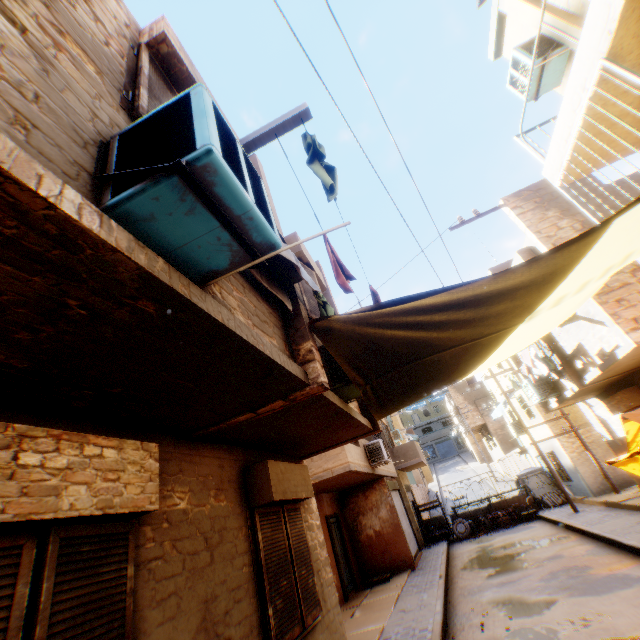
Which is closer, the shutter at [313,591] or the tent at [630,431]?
the tent at [630,431]

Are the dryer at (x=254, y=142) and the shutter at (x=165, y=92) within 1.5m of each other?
yes

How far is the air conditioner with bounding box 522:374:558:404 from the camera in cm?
1150

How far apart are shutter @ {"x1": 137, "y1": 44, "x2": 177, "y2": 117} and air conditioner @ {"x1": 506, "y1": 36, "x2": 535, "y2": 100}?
5.53m

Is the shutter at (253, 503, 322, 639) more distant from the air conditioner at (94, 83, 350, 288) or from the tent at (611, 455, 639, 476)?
the air conditioner at (94, 83, 350, 288)

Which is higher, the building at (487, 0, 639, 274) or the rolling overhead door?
the building at (487, 0, 639, 274)

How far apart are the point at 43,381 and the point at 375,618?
10.1m

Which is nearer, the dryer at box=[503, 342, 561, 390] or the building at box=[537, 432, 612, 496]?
the dryer at box=[503, 342, 561, 390]
